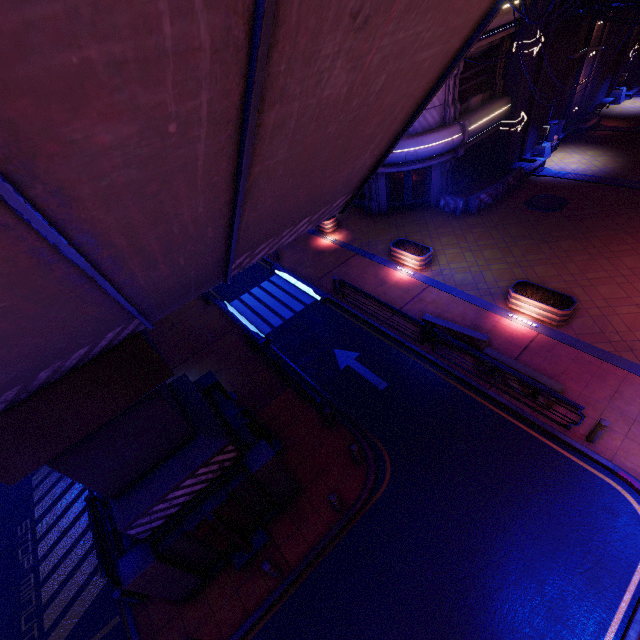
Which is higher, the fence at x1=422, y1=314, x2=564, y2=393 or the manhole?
the fence at x1=422, y1=314, x2=564, y2=393

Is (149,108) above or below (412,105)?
above

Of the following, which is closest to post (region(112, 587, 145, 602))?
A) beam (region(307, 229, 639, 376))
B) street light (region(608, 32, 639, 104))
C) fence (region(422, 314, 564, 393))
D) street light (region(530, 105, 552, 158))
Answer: fence (region(422, 314, 564, 393))

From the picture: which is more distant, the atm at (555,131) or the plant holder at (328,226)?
the atm at (555,131)

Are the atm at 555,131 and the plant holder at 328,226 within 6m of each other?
no

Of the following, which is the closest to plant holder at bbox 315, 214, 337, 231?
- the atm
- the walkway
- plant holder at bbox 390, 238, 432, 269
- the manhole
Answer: plant holder at bbox 390, 238, 432, 269

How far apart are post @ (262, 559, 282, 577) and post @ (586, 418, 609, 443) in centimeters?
942cm

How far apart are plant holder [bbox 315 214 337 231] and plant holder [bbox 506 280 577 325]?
11.4 meters
